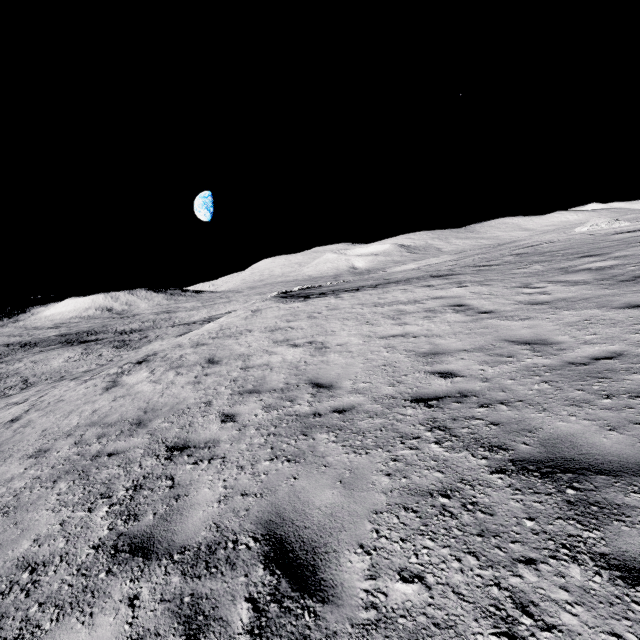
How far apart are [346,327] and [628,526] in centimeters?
899cm
